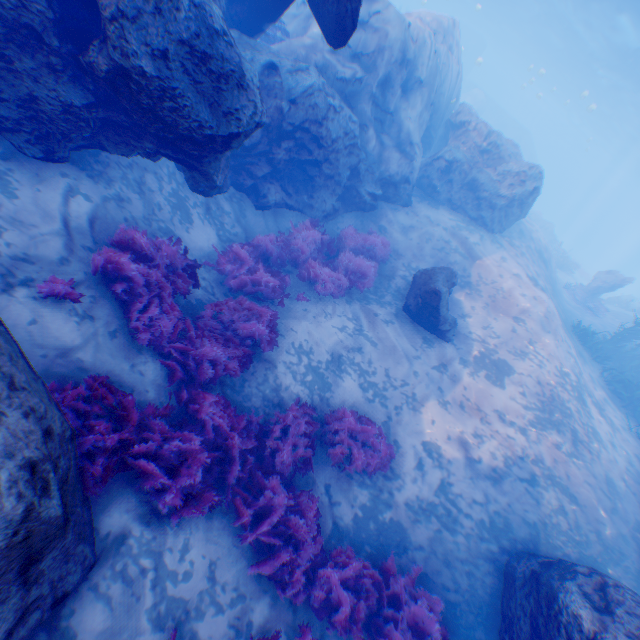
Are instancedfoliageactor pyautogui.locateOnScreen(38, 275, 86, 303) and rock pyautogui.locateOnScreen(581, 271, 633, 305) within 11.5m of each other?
no

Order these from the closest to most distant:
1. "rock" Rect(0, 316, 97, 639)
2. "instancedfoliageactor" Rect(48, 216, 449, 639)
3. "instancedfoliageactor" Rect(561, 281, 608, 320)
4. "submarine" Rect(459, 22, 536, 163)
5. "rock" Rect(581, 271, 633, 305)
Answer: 1. "rock" Rect(0, 316, 97, 639)
2. "instancedfoliageactor" Rect(48, 216, 449, 639)
3. "instancedfoliageactor" Rect(561, 281, 608, 320)
4. "rock" Rect(581, 271, 633, 305)
5. "submarine" Rect(459, 22, 536, 163)

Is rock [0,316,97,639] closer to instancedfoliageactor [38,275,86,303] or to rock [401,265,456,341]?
instancedfoliageactor [38,275,86,303]

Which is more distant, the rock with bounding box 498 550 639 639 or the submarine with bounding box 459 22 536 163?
the submarine with bounding box 459 22 536 163

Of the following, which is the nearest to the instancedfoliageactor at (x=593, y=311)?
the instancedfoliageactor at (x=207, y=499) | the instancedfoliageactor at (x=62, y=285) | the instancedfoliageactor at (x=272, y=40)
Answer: the instancedfoliageactor at (x=207, y=499)

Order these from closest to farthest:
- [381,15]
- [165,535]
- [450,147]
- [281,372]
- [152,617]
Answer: [152,617] → [165,535] → [281,372] → [381,15] → [450,147]

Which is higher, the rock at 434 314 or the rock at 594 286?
the rock at 594 286

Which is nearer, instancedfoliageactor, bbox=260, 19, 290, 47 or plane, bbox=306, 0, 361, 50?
plane, bbox=306, 0, 361, 50
